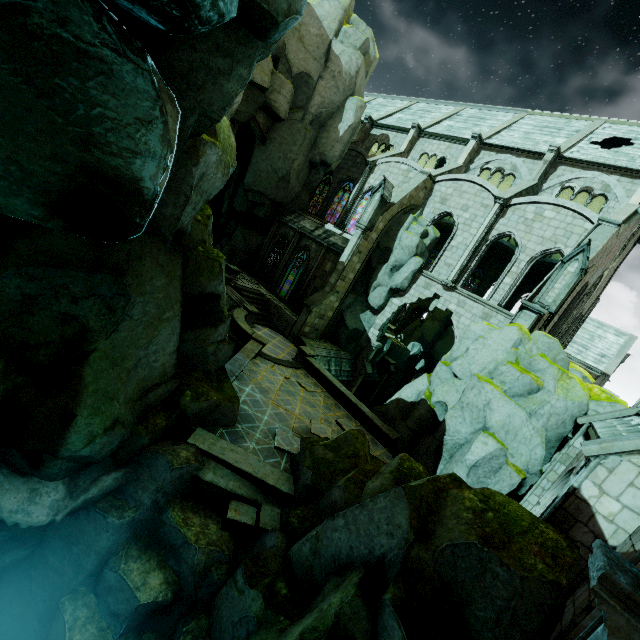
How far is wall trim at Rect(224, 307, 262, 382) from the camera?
13.9m

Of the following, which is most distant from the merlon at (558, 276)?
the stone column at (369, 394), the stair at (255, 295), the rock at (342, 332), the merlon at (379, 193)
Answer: the stair at (255, 295)

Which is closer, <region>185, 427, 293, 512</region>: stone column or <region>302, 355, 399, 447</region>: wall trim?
<region>185, 427, 293, 512</region>: stone column

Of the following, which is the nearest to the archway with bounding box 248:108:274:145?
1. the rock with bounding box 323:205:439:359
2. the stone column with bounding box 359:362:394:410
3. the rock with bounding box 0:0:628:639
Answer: the rock with bounding box 0:0:628:639

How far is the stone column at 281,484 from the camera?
9.1 meters

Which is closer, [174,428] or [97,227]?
[97,227]

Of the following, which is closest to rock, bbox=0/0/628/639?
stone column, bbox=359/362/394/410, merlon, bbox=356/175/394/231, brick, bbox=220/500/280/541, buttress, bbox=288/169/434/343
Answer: brick, bbox=220/500/280/541

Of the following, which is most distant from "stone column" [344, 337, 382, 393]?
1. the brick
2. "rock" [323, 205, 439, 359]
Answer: the brick
